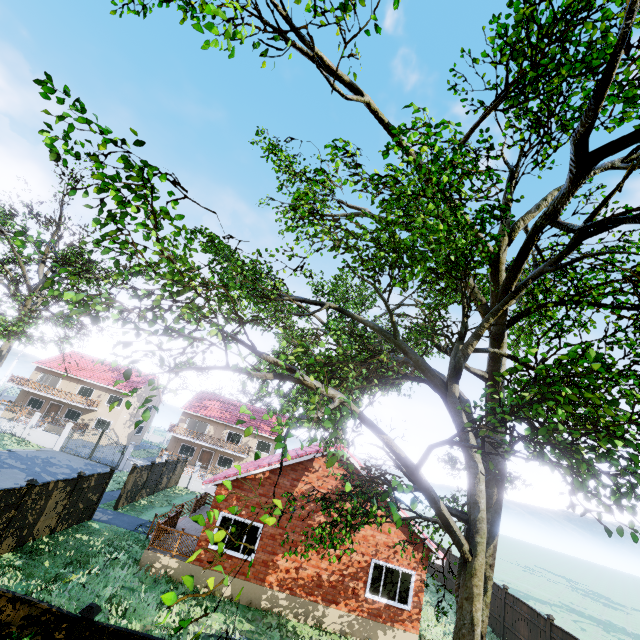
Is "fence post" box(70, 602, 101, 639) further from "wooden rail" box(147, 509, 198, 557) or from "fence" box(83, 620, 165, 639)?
"wooden rail" box(147, 509, 198, 557)

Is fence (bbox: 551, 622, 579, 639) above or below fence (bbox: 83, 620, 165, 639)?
below

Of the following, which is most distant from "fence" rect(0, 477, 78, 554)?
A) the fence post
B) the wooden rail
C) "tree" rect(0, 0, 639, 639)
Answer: the wooden rail

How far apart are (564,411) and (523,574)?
52.08m

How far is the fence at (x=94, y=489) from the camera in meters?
14.8 m

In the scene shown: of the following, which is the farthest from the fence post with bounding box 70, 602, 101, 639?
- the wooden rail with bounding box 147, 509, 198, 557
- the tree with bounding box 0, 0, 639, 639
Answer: the wooden rail with bounding box 147, 509, 198, 557

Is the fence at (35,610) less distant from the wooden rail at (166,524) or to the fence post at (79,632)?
the fence post at (79,632)
